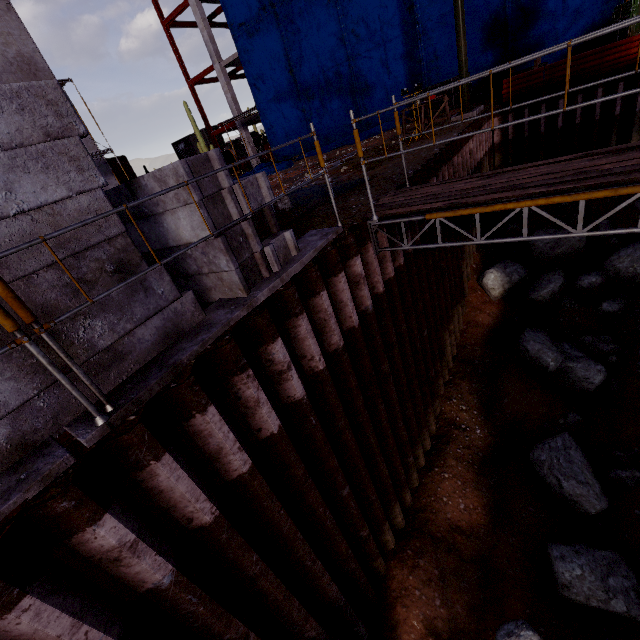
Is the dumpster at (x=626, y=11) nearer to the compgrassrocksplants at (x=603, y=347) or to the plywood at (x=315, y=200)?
the compgrassrocksplants at (x=603, y=347)

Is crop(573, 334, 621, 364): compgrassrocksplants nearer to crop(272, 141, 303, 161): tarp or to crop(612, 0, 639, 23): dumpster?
crop(612, 0, 639, 23): dumpster

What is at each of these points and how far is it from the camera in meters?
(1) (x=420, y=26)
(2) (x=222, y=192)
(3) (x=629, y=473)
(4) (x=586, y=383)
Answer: (1) tarp, 16.2
(2) concrete beam, 3.5
(3) compgrassrocksplants, 6.6
(4) compgrassrocksplants, 7.9

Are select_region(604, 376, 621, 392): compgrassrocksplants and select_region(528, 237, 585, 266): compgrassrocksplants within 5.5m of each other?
yes

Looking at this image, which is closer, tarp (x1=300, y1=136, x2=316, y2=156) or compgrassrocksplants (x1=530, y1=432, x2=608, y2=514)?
compgrassrocksplants (x1=530, y1=432, x2=608, y2=514)

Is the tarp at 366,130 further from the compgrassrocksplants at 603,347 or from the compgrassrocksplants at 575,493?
the compgrassrocksplants at 575,493

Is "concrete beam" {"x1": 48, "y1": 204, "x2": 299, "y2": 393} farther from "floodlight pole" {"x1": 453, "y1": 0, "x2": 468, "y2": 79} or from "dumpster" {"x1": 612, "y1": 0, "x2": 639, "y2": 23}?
"dumpster" {"x1": 612, "y1": 0, "x2": 639, "y2": 23}

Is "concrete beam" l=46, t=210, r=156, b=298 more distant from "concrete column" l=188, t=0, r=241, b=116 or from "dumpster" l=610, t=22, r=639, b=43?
"concrete column" l=188, t=0, r=241, b=116
